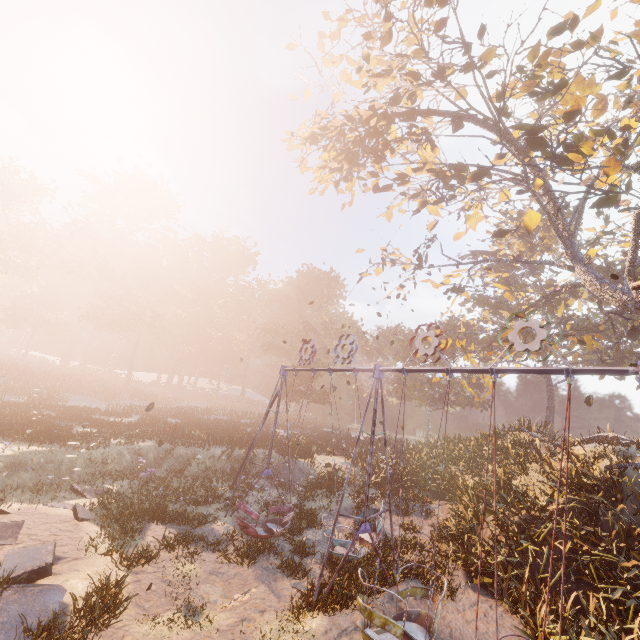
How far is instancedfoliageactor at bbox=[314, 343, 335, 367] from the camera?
40.61m

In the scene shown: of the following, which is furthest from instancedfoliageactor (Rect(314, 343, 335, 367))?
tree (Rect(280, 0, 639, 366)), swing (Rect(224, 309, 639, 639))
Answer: swing (Rect(224, 309, 639, 639))

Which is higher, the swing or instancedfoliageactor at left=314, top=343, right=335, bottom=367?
instancedfoliageactor at left=314, top=343, right=335, bottom=367

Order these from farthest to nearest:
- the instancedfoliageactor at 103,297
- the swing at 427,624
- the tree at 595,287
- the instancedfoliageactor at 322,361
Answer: the instancedfoliageactor at 322,361 → the instancedfoliageactor at 103,297 → the tree at 595,287 → the swing at 427,624

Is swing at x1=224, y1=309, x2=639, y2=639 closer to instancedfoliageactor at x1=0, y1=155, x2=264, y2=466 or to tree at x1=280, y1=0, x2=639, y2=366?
tree at x1=280, y1=0, x2=639, y2=366

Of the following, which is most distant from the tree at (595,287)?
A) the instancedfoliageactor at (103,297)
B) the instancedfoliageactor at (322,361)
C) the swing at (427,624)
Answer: the instancedfoliageactor at (322,361)

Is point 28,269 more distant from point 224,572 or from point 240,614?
point 240,614
